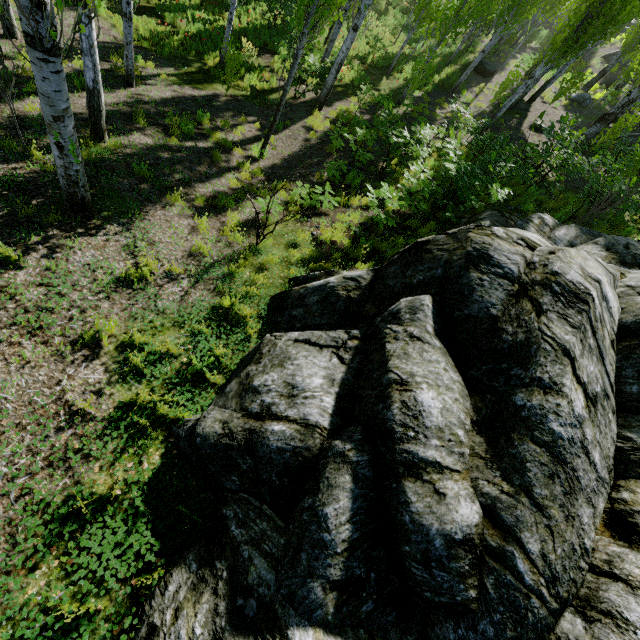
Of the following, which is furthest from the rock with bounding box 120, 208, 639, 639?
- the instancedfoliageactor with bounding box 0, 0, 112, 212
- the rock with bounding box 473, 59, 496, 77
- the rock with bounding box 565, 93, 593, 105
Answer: the rock with bounding box 473, 59, 496, 77

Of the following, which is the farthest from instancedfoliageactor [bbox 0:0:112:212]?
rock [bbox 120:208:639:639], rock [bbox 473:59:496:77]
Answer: rock [bbox 473:59:496:77]

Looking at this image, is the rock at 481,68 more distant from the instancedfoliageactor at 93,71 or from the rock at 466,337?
the rock at 466,337

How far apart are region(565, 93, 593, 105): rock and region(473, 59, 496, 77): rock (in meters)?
4.99

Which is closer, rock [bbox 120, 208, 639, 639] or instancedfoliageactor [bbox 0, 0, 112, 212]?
rock [bbox 120, 208, 639, 639]

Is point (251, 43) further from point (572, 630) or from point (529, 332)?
point (572, 630)

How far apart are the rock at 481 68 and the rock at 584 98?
5.0 meters

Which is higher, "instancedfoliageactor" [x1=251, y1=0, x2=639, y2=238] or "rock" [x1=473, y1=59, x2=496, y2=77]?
"instancedfoliageactor" [x1=251, y1=0, x2=639, y2=238]
